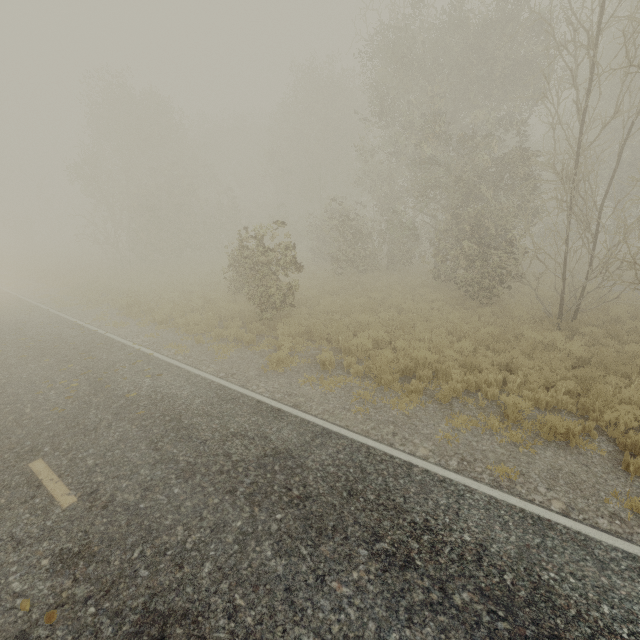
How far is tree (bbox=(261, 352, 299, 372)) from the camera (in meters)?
8.84

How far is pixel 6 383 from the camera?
7.94m

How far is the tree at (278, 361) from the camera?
8.8m
